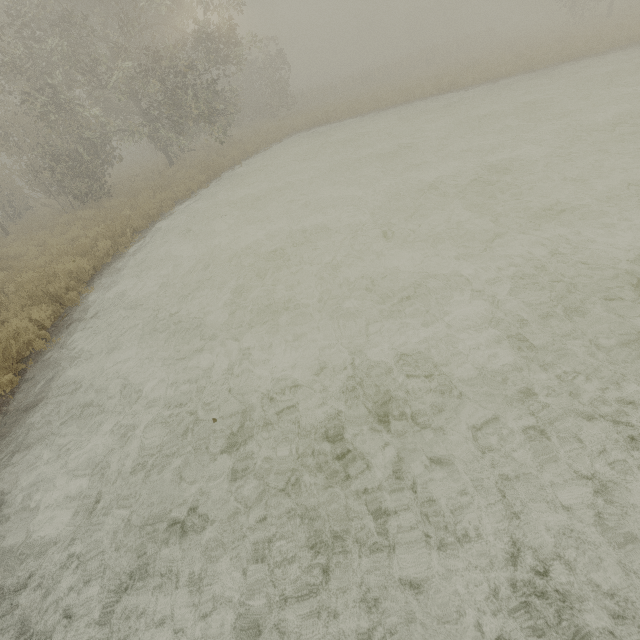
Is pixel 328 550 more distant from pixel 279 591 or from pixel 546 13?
pixel 546 13
